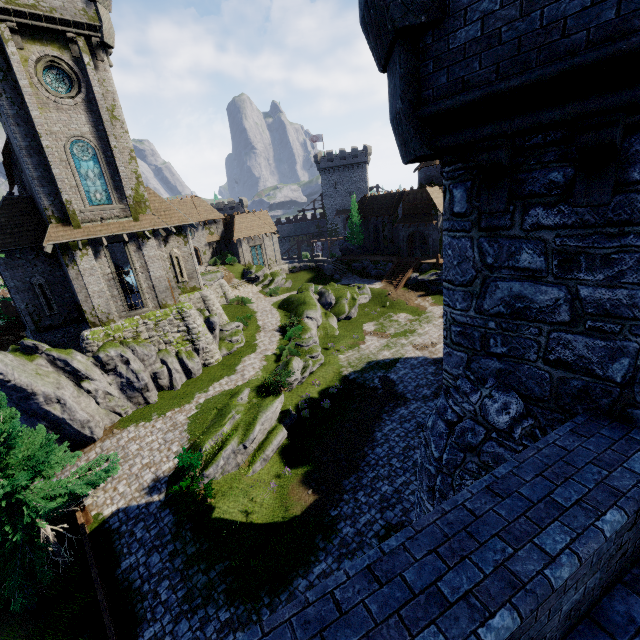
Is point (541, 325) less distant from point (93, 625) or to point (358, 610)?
point (358, 610)

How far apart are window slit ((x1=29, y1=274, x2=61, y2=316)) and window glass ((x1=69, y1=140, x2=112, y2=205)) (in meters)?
5.88

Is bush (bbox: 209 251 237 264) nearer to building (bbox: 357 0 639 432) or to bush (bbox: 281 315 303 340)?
bush (bbox: 281 315 303 340)

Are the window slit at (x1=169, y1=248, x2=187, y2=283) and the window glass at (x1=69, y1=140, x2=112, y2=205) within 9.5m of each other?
yes

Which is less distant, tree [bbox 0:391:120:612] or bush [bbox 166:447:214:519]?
tree [bbox 0:391:120:612]

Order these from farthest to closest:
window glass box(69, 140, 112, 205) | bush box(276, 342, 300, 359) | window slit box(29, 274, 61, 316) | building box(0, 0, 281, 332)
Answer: bush box(276, 342, 300, 359)
window slit box(29, 274, 61, 316)
window glass box(69, 140, 112, 205)
building box(0, 0, 281, 332)

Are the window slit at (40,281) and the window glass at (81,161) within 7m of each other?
yes

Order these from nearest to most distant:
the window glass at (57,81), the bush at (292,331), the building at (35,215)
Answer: the building at (35,215)
the window glass at (57,81)
the bush at (292,331)
